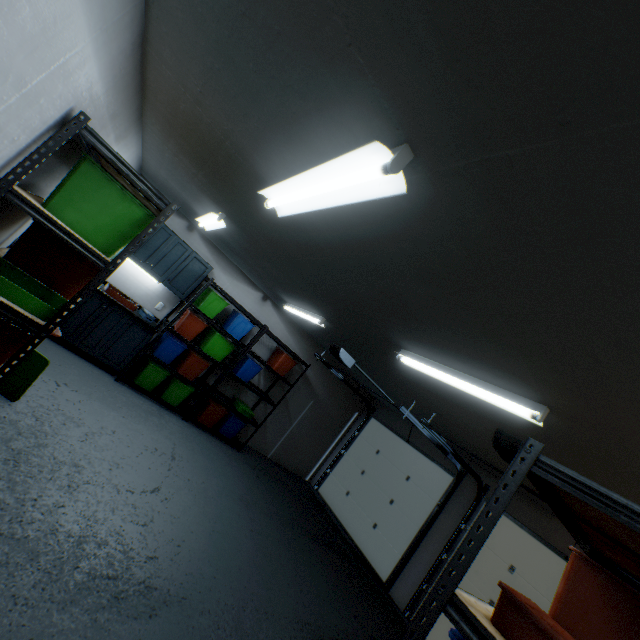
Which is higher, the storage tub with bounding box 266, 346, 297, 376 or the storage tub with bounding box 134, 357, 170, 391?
the storage tub with bounding box 266, 346, 297, 376

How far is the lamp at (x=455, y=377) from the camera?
1.9 meters

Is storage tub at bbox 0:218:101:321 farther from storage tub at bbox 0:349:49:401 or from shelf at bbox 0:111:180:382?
storage tub at bbox 0:349:49:401

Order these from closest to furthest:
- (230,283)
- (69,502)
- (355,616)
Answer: (69,502) → (355,616) → (230,283)

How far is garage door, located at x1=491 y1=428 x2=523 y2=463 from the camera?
2.7m

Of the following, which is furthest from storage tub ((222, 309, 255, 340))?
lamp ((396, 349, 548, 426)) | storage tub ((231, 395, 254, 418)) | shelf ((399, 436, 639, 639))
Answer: shelf ((399, 436, 639, 639))

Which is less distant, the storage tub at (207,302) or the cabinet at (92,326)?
the cabinet at (92,326)

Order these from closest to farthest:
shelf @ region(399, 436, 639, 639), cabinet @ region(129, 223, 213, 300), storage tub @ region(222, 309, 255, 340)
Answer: shelf @ region(399, 436, 639, 639) → cabinet @ region(129, 223, 213, 300) → storage tub @ region(222, 309, 255, 340)
